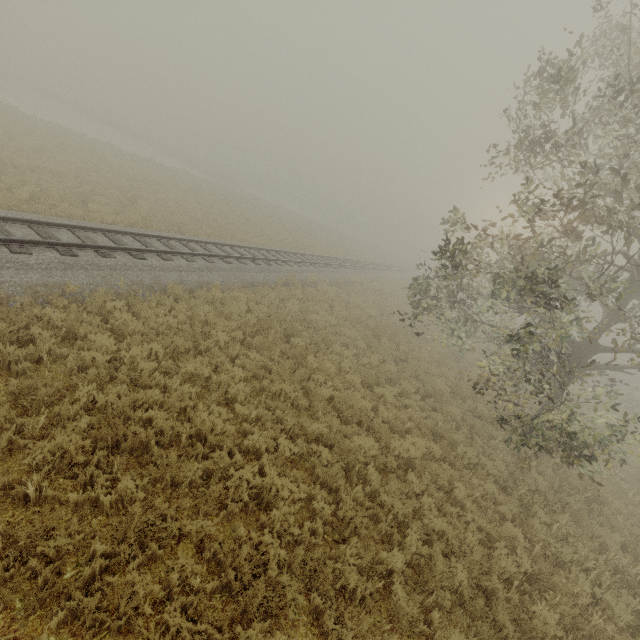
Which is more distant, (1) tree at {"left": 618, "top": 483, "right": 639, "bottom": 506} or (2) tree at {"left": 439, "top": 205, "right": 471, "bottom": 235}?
(1) tree at {"left": 618, "top": 483, "right": 639, "bottom": 506}

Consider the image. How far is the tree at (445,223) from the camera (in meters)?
9.21

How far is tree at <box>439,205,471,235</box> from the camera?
9.2 meters

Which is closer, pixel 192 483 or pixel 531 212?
pixel 192 483

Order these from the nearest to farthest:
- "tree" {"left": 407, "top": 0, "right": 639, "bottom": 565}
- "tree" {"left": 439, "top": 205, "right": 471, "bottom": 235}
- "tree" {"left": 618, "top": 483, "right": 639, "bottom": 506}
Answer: "tree" {"left": 407, "top": 0, "right": 639, "bottom": 565}, "tree" {"left": 439, "top": 205, "right": 471, "bottom": 235}, "tree" {"left": 618, "top": 483, "right": 639, "bottom": 506}

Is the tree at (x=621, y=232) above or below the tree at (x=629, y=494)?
above
